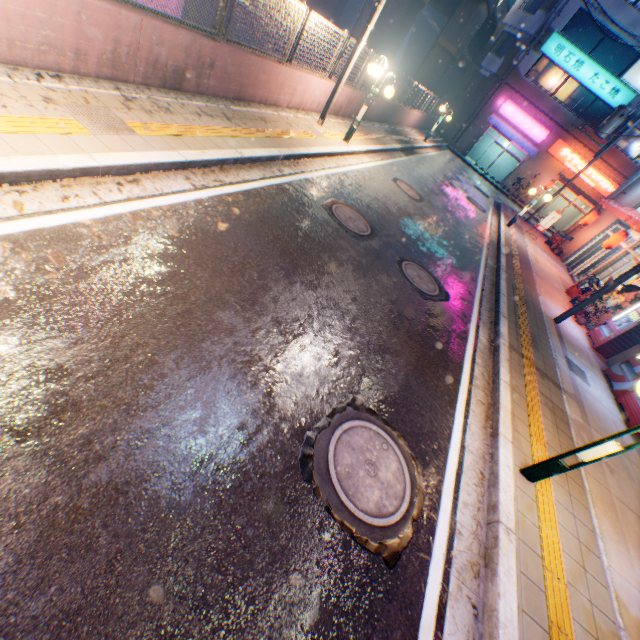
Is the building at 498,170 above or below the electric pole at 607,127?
below

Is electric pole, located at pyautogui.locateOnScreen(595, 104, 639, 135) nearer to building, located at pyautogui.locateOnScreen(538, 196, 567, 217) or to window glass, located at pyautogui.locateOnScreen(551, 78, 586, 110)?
building, located at pyautogui.locateOnScreen(538, 196, 567, 217)

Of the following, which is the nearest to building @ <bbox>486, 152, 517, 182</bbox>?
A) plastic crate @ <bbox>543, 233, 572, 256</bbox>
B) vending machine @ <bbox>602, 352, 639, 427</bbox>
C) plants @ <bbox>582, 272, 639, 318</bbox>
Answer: plastic crate @ <bbox>543, 233, 572, 256</bbox>

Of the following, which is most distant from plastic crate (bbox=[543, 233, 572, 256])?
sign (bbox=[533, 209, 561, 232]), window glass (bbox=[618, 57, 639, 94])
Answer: window glass (bbox=[618, 57, 639, 94])

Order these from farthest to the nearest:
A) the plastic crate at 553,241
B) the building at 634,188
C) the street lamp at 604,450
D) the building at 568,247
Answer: the plastic crate at 553,241, the building at 568,247, the building at 634,188, the street lamp at 604,450

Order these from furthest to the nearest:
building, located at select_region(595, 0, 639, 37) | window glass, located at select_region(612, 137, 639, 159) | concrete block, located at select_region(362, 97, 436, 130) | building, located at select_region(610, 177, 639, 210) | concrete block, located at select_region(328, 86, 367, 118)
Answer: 1. window glass, located at select_region(612, 137, 639, 159)
2. building, located at select_region(595, 0, 639, 37)
3. building, located at select_region(610, 177, 639, 210)
4. concrete block, located at select_region(362, 97, 436, 130)
5. concrete block, located at select_region(328, 86, 367, 118)

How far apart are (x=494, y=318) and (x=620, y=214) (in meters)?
12.78

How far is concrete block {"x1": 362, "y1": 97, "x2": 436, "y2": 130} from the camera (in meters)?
14.95
